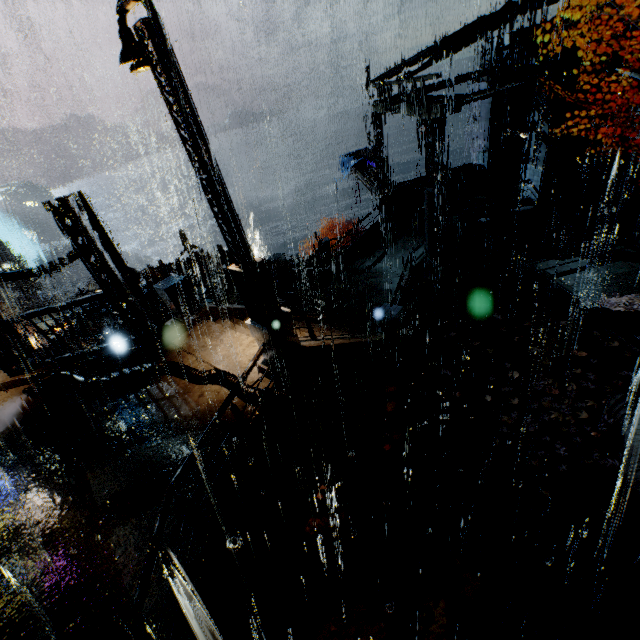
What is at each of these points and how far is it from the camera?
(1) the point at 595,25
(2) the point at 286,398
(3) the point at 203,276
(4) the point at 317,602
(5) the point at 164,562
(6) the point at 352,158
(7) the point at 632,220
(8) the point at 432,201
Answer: (1) building, 12.67m
(2) pipe, 7.63m
(3) building, 24.02m
(4) leaves, 7.17m
(5) building, 5.45m
(6) cloth, 30.34m
(7) stairs, 15.27m
(8) building, 13.14m

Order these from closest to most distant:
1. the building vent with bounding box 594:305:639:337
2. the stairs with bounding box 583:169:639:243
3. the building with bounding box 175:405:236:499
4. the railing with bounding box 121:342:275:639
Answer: the railing with bounding box 121:342:275:639 < the building with bounding box 175:405:236:499 < the building vent with bounding box 594:305:639:337 < the stairs with bounding box 583:169:639:243

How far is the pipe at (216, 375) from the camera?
8.7 meters

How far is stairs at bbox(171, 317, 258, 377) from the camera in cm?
933

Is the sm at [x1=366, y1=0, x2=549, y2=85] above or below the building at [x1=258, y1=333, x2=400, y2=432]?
above

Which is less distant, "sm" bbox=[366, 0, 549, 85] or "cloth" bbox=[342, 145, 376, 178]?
"sm" bbox=[366, 0, 549, 85]

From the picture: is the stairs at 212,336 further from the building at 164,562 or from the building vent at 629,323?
the building vent at 629,323

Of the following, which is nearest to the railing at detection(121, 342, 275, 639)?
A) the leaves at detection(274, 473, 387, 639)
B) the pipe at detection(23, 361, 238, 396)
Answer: the pipe at detection(23, 361, 238, 396)
